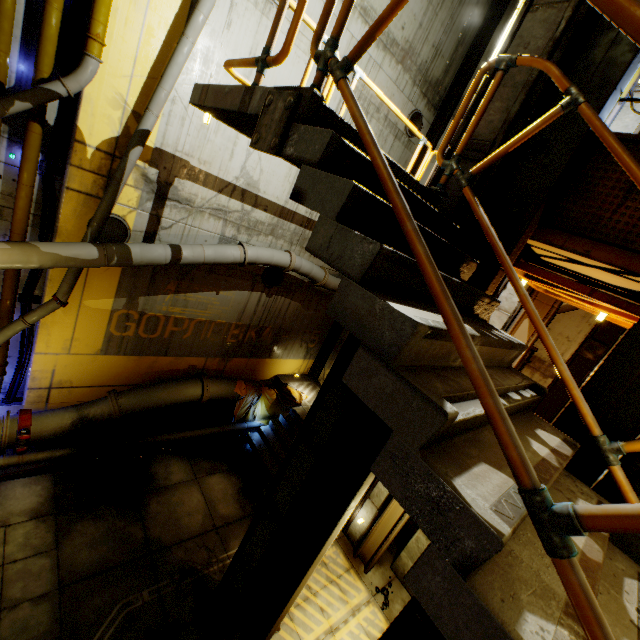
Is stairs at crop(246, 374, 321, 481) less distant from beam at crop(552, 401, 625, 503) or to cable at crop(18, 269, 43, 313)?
beam at crop(552, 401, 625, 503)

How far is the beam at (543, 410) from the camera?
8.0m

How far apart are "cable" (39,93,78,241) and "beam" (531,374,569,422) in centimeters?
1102cm

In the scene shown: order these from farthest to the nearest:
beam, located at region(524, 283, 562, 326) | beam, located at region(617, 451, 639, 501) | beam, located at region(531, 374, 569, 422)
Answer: beam, located at region(531, 374, 569, 422) → beam, located at region(524, 283, 562, 326) → beam, located at region(617, 451, 639, 501)

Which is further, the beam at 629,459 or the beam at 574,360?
the beam at 574,360

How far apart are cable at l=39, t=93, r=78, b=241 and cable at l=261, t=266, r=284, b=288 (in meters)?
5.19

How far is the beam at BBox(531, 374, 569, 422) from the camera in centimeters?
803cm

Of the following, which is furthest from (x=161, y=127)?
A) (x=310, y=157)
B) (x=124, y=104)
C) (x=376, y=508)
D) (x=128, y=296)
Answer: (x=376, y=508)
